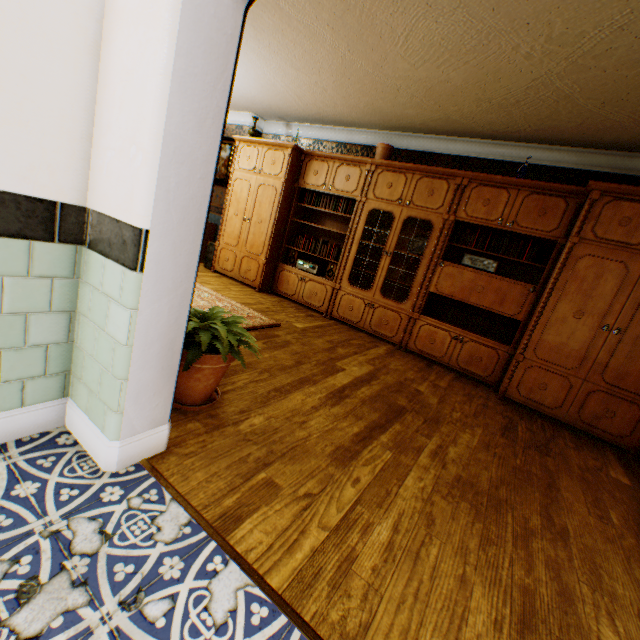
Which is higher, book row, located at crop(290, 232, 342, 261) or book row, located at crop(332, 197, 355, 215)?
book row, located at crop(332, 197, 355, 215)

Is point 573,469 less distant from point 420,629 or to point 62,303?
point 420,629

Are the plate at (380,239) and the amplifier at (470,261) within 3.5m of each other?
yes

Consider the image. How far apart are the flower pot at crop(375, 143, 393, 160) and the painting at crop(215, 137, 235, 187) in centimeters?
322cm

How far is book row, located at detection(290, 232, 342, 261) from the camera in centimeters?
546cm

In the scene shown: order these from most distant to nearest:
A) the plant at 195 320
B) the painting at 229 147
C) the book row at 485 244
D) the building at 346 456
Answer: the painting at 229 147, the book row at 485 244, the plant at 195 320, the building at 346 456

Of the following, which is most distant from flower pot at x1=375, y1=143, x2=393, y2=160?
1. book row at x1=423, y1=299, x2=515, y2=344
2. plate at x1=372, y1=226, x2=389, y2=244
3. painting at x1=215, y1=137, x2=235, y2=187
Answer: painting at x1=215, y1=137, x2=235, y2=187

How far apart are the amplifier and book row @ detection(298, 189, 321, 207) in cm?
256
